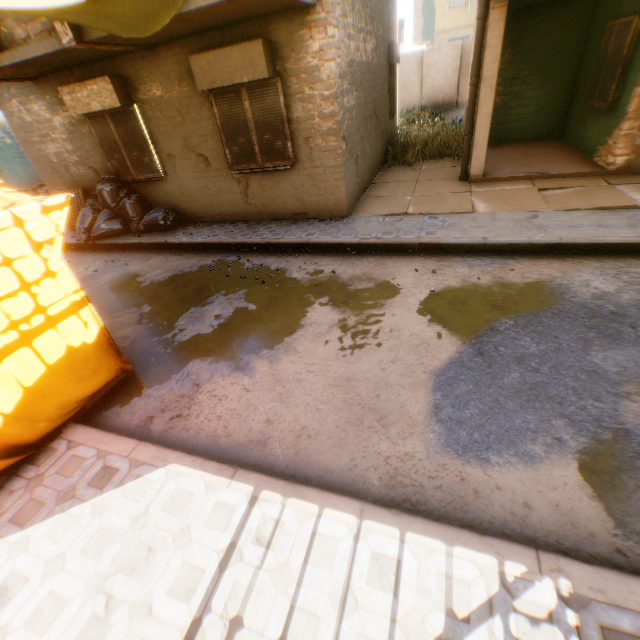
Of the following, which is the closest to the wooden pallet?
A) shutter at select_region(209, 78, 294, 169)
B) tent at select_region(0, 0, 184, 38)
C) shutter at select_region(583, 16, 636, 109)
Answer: tent at select_region(0, 0, 184, 38)

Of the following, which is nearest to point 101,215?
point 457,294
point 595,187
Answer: point 457,294

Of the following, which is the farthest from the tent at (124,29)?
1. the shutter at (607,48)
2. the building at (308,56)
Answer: the shutter at (607,48)

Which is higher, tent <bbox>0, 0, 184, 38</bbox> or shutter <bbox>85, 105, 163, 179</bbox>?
tent <bbox>0, 0, 184, 38</bbox>

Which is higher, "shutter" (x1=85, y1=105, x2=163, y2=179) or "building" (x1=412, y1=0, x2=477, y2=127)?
"building" (x1=412, y1=0, x2=477, y2=127)

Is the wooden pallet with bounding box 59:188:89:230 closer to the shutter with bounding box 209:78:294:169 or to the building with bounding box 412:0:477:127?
the building with bounding box 412:0:477:127

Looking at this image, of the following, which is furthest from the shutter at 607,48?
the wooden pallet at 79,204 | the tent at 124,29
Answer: the wooden pallet at 79,204

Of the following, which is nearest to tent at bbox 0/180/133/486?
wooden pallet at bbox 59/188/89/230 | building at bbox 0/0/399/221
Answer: building at bbox 0/0/399/221
